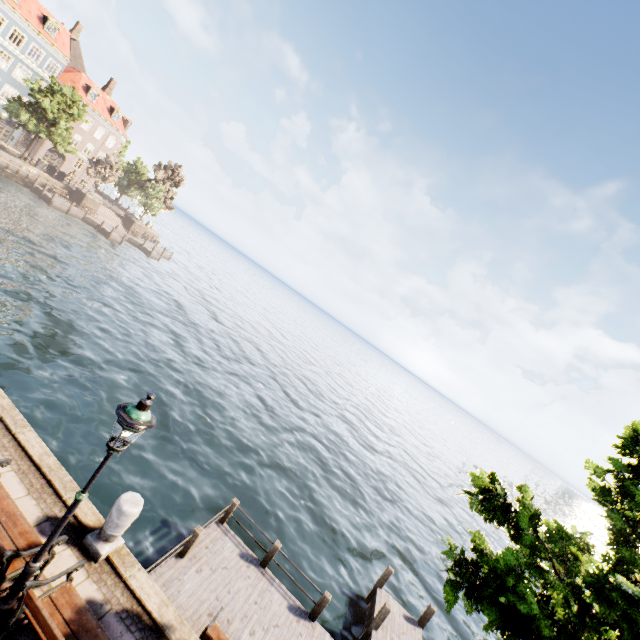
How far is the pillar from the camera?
5.84m

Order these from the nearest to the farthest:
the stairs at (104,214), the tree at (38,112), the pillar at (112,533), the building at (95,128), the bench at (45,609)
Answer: the bench at (45,609) → the pillar at (112,533) → the tree at (38,112) → the building at (95,128) → the stairs at (104,214)

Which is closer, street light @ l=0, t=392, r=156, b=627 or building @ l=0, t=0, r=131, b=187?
street light @ l=0, t=392, r=156, b=627

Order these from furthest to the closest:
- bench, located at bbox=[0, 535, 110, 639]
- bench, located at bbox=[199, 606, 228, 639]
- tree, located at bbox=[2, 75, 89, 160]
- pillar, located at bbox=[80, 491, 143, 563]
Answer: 1. tree, located at bbox=[2, 75, 89, 160]
2. bench, located at bbox=[199, 606, 228, 639]
3. pillar, located at bbox=[80, 491, 143, 563]
4. bench, located at bbox=[0, 535, 110, 639]

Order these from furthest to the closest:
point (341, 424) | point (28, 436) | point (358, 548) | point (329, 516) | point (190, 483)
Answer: point (341, 424) < point (329, 516) < point (358, 548) < point (190, 483) < point (28, 436)

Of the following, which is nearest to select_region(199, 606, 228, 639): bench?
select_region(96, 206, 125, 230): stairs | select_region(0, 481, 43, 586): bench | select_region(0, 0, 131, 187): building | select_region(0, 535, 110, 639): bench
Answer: select_region(0, 535, 110, 639): bench

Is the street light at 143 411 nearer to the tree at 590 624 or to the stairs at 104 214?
the tree at 590 624

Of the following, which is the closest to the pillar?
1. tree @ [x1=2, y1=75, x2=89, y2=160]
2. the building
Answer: tree @ [x1=2, y1=75, x2=89, y2=160]
